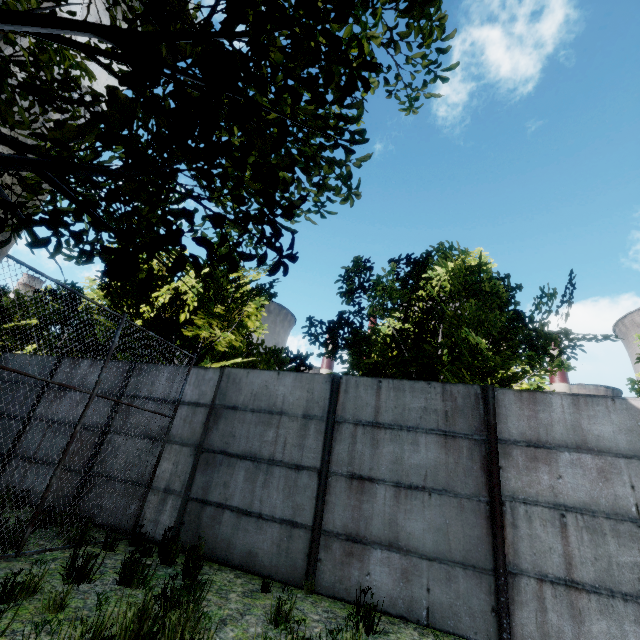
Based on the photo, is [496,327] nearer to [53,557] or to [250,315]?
[250,315]
